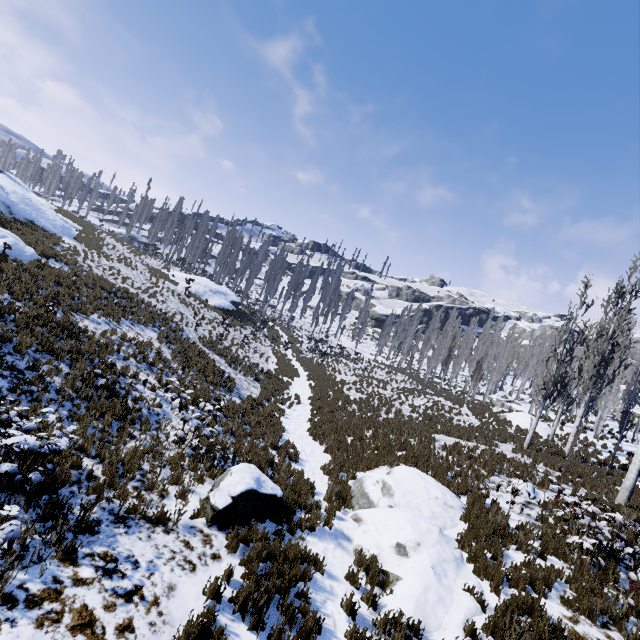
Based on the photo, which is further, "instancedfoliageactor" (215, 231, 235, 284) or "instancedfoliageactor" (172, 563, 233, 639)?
"instancedfoliageactor" (215, 231, 235, 284)

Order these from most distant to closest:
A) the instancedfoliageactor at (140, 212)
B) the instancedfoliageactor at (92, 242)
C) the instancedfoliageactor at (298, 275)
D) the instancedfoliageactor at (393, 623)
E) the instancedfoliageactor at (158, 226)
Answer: the instancedfoliageactor at (298, 275)
the instancedfoliageactor at (140, 212)
the instancedfoliageactor at (158, 226)
the instancedfoliageactor at (92, 242)
the instancedfoliageactor at (393, 623)

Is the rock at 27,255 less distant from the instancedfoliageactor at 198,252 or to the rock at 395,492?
the rock at 395,492

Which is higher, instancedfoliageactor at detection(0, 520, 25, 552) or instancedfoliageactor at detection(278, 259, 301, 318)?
instancedfoliageactor at detection(278, 259, 301, 318)

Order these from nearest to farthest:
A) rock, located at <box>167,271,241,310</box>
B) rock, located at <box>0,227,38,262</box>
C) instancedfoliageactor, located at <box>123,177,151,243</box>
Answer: rock, located at <box>0,227,38,262</box> < rock, located at <box>167,271,241,310</box> < instancedfoliageactor, located at <box>123,177,151,243</box>

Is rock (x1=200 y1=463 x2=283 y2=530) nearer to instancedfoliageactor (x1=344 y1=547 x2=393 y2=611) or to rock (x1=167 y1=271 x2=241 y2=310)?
instancedfoliageactor (x1=344 y1=547 x2=393 y2=611)

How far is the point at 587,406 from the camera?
32.25m
